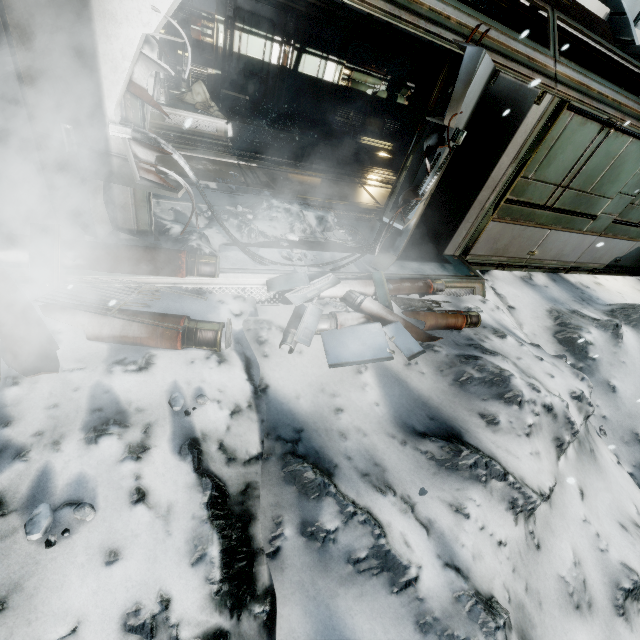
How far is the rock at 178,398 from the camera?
2.60m

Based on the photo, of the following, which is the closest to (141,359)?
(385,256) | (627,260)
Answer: (385,256)

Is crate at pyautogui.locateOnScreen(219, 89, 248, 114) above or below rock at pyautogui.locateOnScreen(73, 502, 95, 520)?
above

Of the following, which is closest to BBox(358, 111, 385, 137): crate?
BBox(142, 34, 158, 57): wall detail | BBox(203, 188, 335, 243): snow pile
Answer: BBox(203, 188, 335, 243): snow pile

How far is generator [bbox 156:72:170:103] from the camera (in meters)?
8.14

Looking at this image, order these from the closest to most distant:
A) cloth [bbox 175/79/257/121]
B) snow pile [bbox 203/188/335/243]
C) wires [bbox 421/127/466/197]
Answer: wires [bbox 421/127/466/197] < snow pile [bbox 203/188/335/243] < cloth [bbox 175/79/257/121]

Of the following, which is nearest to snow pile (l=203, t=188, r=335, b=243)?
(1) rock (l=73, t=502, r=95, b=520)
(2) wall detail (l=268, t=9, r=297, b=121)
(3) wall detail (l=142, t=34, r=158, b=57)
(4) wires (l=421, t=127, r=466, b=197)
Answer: (3) wall detail (l=142, t=34, r=158, b=57)

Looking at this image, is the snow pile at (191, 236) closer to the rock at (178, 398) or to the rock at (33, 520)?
the rock at (178, 398)
